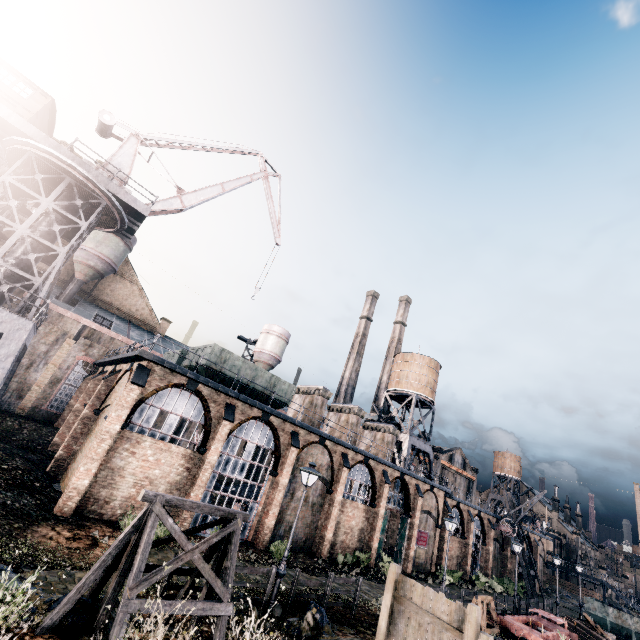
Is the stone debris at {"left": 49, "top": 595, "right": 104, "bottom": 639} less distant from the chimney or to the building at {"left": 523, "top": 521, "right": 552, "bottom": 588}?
the building at {"left": 523, "top": 521, "right": 552, "bottom": 588}

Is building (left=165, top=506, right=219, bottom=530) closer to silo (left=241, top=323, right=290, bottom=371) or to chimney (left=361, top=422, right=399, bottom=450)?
chimney (left=361, top=422, right=399, bottom=450)

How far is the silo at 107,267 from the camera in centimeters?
3759cm

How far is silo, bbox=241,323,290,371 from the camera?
52.1 meters

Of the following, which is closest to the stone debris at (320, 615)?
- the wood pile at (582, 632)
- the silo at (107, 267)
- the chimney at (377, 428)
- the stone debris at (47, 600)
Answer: the stone debris at (47, 600)

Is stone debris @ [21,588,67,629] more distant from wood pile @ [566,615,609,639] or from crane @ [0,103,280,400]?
wood pile @ [566,615,609,639]

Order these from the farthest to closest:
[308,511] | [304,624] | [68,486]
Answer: [308,511]
[68,486]
[304,624]

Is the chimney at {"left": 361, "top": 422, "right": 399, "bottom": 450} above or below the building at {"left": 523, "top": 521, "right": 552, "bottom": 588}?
above
